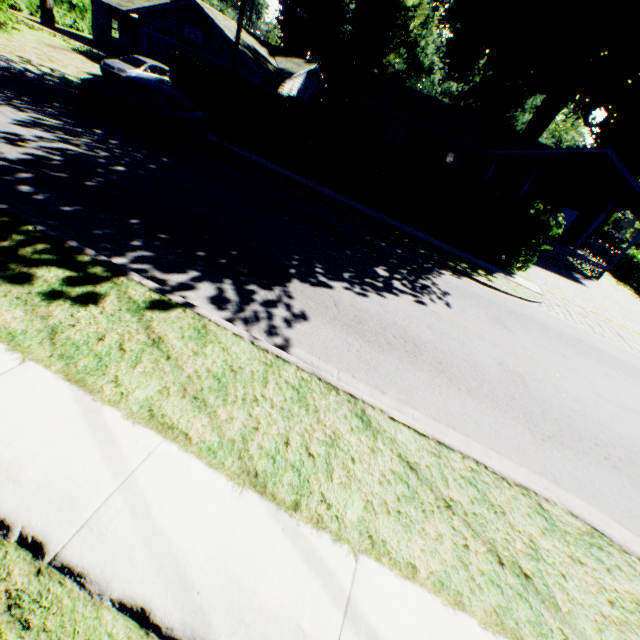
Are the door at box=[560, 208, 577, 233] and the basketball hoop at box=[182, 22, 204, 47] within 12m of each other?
no

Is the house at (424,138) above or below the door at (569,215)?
below

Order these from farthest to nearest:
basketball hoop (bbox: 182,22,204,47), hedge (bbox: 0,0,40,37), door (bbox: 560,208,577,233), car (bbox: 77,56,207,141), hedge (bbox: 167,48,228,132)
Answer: door (bbox: 560,208,577,233) < basketball hoop (bbox: 182,22,204,47) < hedge (bbox: 0,0,40,37) < hedge (bbox: 167,48,228,132) < car (bbox: 77,56,207,141)

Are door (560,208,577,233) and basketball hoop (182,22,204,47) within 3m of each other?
no

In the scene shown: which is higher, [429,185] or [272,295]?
[429,185]

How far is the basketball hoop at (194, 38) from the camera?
23.0 meters

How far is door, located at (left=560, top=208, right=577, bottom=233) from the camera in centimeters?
2488cm

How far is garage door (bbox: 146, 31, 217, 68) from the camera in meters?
24.2 m
